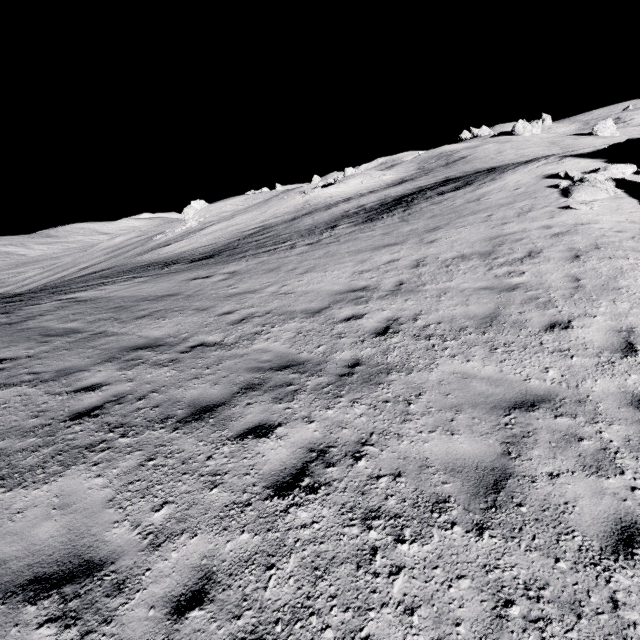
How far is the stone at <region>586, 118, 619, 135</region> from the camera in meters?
48.3

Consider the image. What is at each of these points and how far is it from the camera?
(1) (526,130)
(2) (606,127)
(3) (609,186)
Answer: (1) stone, 57.91m
(2) stone, 48.72m
(3) stone, 13.12m

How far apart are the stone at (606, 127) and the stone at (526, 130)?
10.5m

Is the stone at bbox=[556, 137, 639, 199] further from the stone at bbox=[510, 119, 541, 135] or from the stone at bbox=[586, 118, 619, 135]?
the stone at bbox=[510, 119, 541, 135]

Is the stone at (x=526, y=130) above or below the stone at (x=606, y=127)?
above

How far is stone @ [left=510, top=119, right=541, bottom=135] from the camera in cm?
5765
